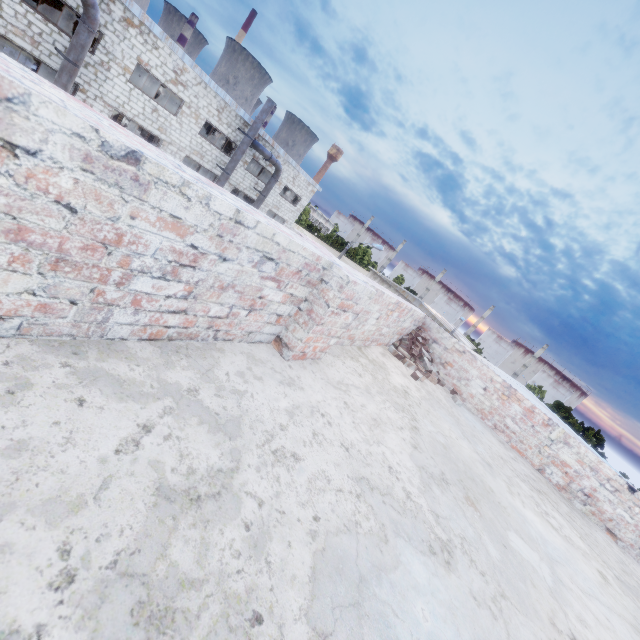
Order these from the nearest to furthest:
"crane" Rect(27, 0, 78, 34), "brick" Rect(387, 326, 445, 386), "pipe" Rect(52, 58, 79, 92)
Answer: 1. "brick" Rect(387, 326, 445, 386)
2. "pipe" Rect(52, 58, 79, 92)
3. "crane" Rect(27, 0, 78, 34)

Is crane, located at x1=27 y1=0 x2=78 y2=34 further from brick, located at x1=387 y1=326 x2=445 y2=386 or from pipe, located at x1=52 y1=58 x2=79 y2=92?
brick, located at x1=387 y1=326 x2=445 y2=386

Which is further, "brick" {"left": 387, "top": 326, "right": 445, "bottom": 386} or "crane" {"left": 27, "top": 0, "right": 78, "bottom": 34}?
"crane" {"left": 27, "top": 0, "right": 78, "bottom": 34}

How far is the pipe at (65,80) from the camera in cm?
1367

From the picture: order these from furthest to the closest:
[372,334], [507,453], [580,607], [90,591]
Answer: [507,453]
[372,334]
[580,607]
[90,591]

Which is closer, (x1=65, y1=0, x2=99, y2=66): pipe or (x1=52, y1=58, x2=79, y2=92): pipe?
(x1=65, y1=0, x2=99, y2=66): pipe

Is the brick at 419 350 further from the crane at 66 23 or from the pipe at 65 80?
the crane at 66 23

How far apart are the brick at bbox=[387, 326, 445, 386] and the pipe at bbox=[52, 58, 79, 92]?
18.11m
